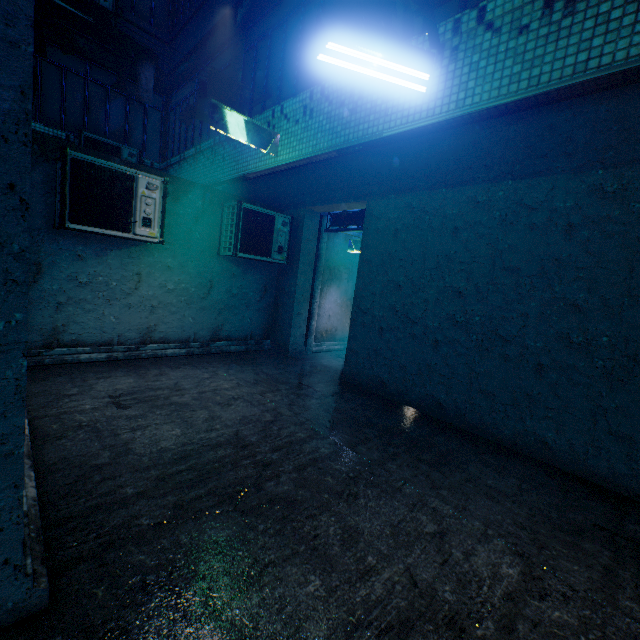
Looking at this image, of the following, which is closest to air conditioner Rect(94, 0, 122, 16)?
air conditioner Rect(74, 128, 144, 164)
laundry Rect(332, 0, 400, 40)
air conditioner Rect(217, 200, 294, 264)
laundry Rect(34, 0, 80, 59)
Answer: air conditioner Rect(74, 128, 144, 164)

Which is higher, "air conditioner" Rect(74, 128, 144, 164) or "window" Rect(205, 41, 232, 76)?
"window" Rect(205, 41, 232, 76)

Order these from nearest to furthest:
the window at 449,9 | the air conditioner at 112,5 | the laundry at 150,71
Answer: the window at 449,9 < the laundry at 150,71 < the air conditioner at 112,5

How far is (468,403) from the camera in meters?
4.0

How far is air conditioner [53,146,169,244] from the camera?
3.81m

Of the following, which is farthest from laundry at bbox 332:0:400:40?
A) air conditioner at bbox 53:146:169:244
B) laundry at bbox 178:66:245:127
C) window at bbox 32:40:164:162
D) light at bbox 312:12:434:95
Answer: window at bbox 32:40:164:162

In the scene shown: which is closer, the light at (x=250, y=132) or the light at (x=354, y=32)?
the light at (x=354, y=32)

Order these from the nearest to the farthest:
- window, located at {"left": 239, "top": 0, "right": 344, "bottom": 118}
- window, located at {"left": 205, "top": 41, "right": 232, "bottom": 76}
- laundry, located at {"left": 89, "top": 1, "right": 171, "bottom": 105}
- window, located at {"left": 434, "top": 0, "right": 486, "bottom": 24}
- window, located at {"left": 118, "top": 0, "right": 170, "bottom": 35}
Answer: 1. window, located at {"left": 434, "top": 0, "right": 486, "bottom": 24}
2. laundry, located at {"left": 89, "top": 1, "right": 171, "bottom": 105}
3. window, located at {"left": 239, "top": 0, "right": 344, "bottom": 118}
4. window, located at {"left": 205, "top": 41, "right": 232, "bottom": 76}
5. window, located at {"left": 118, "top": 0, "right": 170, "bottom": 35}
